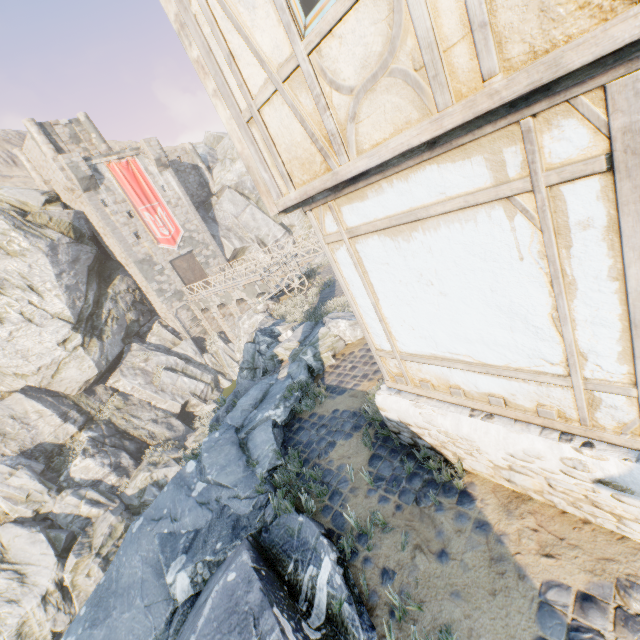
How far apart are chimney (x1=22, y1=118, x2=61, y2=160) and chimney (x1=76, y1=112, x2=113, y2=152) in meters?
3.2

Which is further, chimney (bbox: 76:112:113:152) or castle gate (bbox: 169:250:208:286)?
castle gate (bbox: 169:250:208:286)

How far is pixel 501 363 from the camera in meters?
3.3 m

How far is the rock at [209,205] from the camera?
37.7m

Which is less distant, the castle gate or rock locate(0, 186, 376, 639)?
rock locate(0, 186, 376, 639)

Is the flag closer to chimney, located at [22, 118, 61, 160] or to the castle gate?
the castle gate

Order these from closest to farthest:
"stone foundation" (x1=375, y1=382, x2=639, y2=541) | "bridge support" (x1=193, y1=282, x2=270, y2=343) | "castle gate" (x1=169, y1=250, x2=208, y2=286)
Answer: "stone foundation" (x1=375, y1=382, x2=639, y2=541), "bridge support" (x1=193, y1=282, x2=270, y2=343), "castle gate" (x1=169, y1=250, x2=208, y2=286)

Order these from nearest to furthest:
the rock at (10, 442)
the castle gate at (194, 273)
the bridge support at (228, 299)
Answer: the rock at (10, 442), the bridge support at (228, 299), the castle gate at (194, 273)
